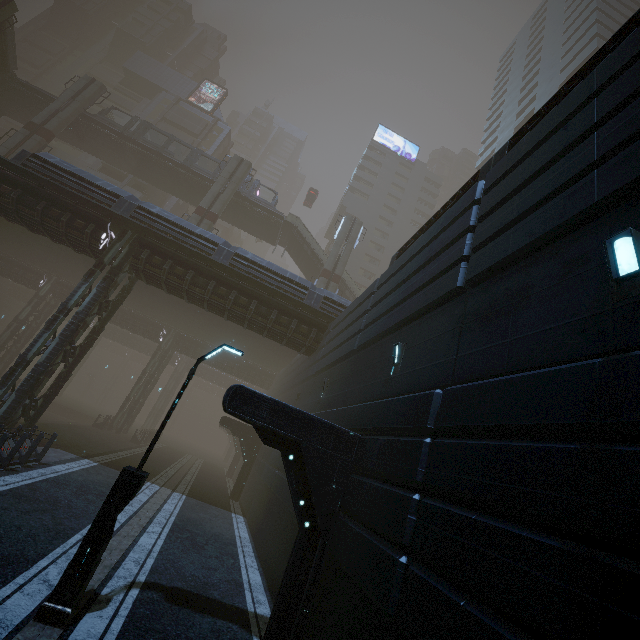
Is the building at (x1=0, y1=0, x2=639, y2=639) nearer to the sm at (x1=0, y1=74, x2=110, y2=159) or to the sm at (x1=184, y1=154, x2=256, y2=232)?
the sm at (x1=0, y1=74, x2=110, y2=159)

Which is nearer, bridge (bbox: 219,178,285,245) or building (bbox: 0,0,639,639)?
building (bbox: 0,0,639,639)

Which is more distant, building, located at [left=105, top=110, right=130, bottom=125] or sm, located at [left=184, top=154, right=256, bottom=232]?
building, located at [left=105, top=110, right=130, bottom=125]

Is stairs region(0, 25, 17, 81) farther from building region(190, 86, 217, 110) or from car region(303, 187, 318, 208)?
car region(303, 187, 318, 208)

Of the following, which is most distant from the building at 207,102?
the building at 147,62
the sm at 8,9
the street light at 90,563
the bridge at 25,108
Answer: the street light at 90,563

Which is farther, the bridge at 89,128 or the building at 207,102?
the building at 207,102

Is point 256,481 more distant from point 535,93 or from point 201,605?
point 535,93

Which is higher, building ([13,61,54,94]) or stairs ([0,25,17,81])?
building ([13,61,54,94])
